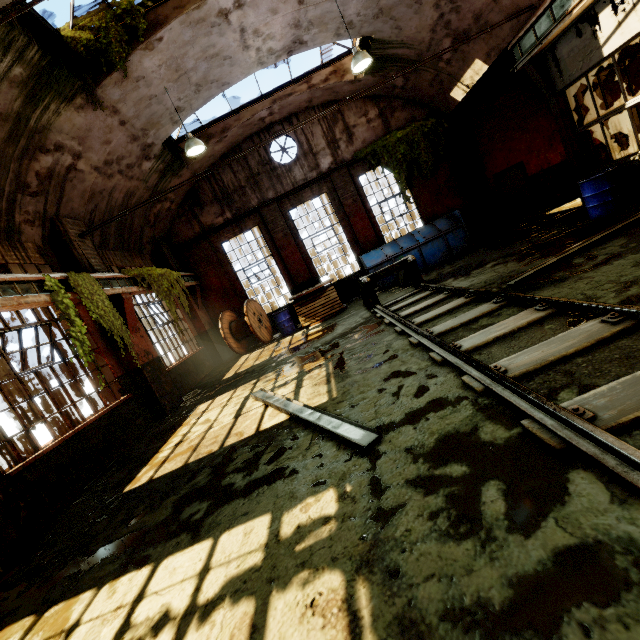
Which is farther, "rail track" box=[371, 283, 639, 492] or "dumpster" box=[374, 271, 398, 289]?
"dumpster" box=[374, 271, 398, 289]

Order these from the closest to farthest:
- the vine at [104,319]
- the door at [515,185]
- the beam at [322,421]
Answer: the beam at [322,421], the vine at [104,319], the door at [515,185]

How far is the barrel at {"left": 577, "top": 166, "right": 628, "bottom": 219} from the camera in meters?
7.2

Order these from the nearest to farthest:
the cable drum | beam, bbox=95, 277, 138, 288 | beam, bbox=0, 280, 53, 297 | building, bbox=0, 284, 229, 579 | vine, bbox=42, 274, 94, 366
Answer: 1. building, bbox=0, 284, 229, 579
2. beam, bbox=0, 280, 53, 297
3. vine, bbox=42, 274, 94, 366
4. beam, bbox=95, 277, 138, 288
5. the cable drum

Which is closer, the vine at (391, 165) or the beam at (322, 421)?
the beam at (322, 421)

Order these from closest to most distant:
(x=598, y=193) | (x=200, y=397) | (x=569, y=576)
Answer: (x=569, y=576) → (x=598, y=193) → (x=200, y=397)

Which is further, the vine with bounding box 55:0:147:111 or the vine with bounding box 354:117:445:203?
the vine with bounding box 354:117:445:203

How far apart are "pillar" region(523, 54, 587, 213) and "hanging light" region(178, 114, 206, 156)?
8.42m
